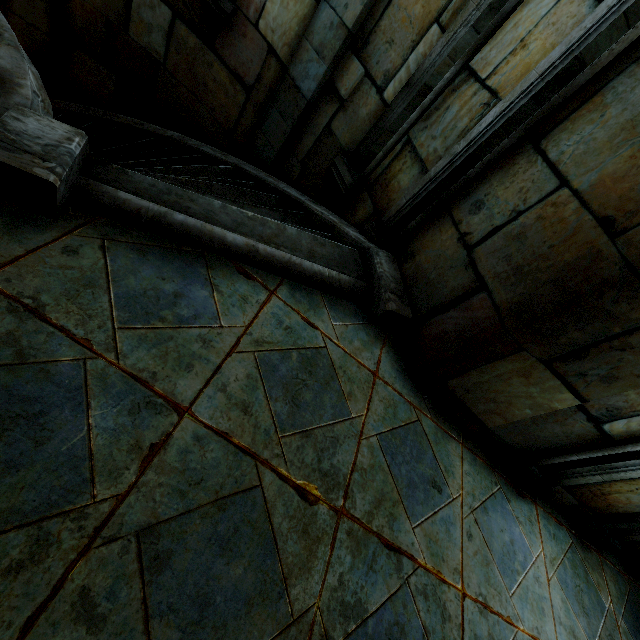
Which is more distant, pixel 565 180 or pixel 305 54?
pixel 305 54
